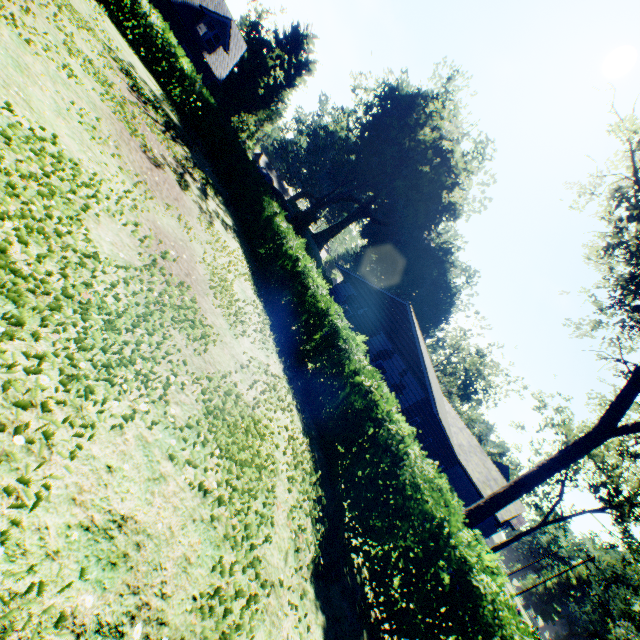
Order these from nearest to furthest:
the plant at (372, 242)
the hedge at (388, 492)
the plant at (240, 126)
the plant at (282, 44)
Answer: the hedge at (388, 492) < the plant at (372, 242) < the plant at (240, 126) < the plant at (282, 44)

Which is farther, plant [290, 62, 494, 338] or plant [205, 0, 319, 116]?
plant [205, 0, 319, 116]

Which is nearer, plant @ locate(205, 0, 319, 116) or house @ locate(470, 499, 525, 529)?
house @ locate(470, 499, 525, 529)

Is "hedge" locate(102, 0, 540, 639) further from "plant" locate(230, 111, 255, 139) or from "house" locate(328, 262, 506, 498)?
"plant" locate(230, 111, 255, 139)

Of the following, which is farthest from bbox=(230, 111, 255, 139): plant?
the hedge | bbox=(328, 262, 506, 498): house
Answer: the hedge

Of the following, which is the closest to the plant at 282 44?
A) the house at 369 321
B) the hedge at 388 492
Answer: the house at 369 321

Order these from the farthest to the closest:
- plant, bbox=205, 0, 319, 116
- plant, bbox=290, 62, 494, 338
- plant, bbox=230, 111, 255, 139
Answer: plant, bbox=205, 0, 319, 116, plant, bbox=230, 111, 255, 139, plant, bbox=290, 62, 494, 338

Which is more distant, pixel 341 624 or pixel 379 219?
pixel 379 219
